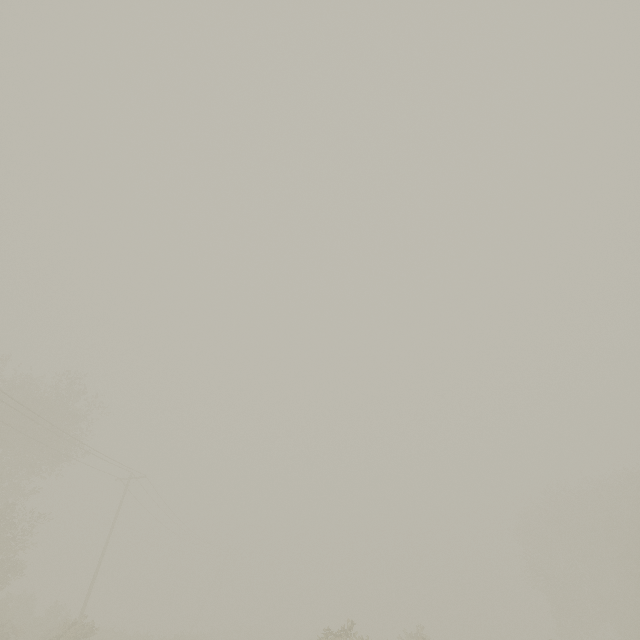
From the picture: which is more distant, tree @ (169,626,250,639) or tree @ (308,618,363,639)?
tree @ (169,626,250,639)

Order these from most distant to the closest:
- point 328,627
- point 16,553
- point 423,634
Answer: point 16,553 < point 423,634 < point 328,627

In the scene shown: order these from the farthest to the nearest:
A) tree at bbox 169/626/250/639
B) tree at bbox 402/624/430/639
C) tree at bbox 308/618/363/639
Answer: tree at bbox 169/626/250/639 < tree at bbox 402/624/430/639 < tree at bbox 308/618/363/639

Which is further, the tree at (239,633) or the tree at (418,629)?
the tree at (239,633)

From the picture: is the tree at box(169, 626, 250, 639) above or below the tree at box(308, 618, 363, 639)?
below
